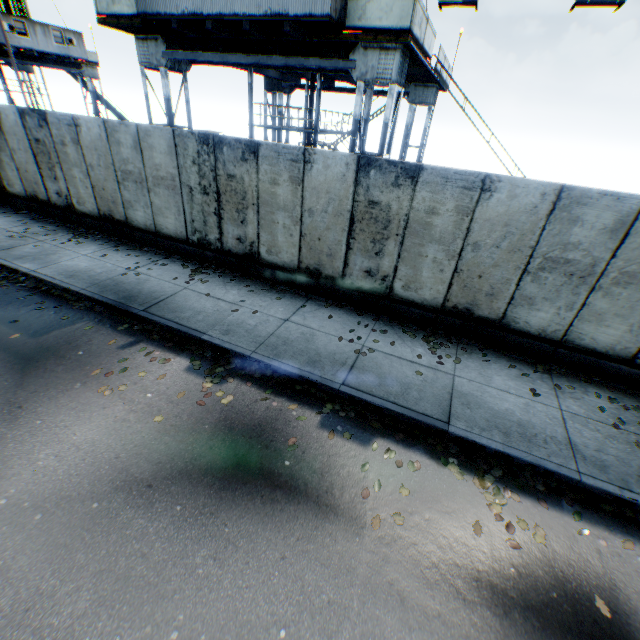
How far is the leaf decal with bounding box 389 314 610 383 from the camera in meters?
6.6

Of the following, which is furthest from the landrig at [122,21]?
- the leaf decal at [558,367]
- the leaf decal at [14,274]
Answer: the leaf decal at [14,274]

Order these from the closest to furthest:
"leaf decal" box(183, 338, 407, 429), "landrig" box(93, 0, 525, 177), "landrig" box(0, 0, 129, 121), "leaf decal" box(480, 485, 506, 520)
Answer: "leaf decal" box(480, 485, 506, 520) < "leaf decal" box(183, 338, 407, 429) < "landrig" box(93, 0, 525, 177) < "landrig" box(0, 0, 129, 121)

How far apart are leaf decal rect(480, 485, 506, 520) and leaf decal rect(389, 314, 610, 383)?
1.9m

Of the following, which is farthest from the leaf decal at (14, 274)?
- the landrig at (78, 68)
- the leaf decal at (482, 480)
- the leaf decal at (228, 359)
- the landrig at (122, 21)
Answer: the landrig at (78, 68)

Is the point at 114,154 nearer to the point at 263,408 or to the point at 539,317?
the point at 263,408

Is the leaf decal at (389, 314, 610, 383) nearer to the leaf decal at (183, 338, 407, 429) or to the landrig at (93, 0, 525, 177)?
the leaf decal at (183, 338, 407, 429)

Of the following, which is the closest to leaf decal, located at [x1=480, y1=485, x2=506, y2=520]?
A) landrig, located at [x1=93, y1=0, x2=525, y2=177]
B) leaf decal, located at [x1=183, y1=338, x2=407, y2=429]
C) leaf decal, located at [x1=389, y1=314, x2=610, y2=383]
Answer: leaf decal, located at [x1=183, y1=338, x2=407, y2=429]
